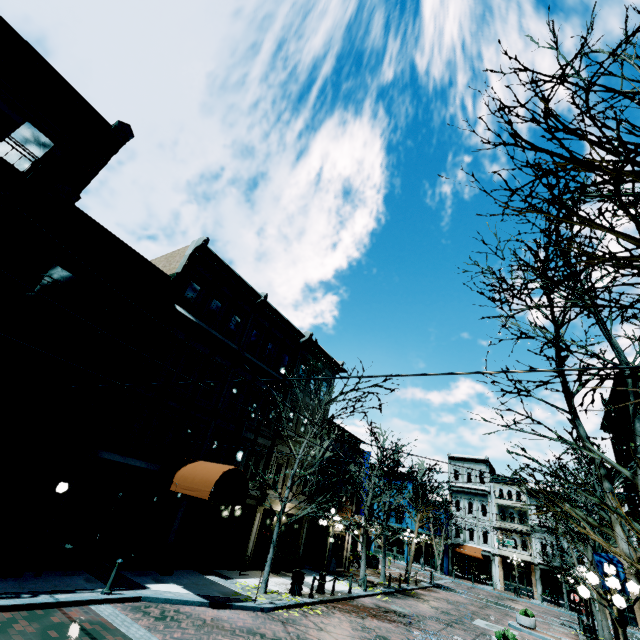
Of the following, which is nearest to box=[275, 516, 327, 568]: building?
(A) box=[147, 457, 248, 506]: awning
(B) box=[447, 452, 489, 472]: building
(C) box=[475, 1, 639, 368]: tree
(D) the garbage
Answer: (A) box=[147, 457, 248, 506]: awning

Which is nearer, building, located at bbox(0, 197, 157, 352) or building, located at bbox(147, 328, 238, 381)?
building, located at bbox(0, 197, 157, 352)

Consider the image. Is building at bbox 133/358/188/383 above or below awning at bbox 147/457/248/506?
above

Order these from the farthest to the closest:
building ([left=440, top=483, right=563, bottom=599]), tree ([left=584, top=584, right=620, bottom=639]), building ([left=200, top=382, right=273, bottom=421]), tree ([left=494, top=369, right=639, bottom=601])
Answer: building ([left=440, top=483, right=563, bottom=599]) → building ([left=200, top=382, right=273, bottom=421]) → tree ([left=584, top=584, right=620, bottom=639]) → tree ([left=494, top=369, right=639, bottom=601])

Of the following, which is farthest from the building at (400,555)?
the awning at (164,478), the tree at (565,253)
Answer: the awning at (164,478)

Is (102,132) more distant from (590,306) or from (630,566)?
(630,566)

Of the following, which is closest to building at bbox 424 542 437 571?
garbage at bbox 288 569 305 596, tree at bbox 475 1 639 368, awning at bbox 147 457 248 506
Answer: tree at bbox 475 1 639 368

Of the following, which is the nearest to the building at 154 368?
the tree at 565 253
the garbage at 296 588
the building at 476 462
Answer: the tree at 565 253
